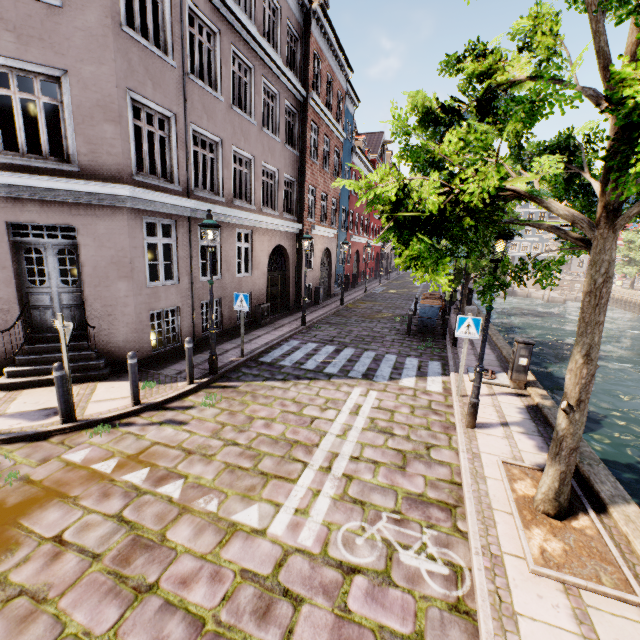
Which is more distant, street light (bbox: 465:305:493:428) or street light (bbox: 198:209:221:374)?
street light (bbox: 198:209:221:374)

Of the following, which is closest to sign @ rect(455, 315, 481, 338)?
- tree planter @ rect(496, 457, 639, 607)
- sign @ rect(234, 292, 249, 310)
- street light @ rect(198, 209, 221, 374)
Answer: street light @ rect(198, 209, 221, 374)

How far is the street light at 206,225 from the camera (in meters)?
7.24

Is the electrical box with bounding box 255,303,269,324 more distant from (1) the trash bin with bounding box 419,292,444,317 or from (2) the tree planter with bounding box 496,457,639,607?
(2) the tree planter with bounding box 496,457,639,607

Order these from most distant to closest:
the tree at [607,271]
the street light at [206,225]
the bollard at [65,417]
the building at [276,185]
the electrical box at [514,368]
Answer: the electrical box at [514,368]
the street light at [206,225]
the building at [276,185]
the bollard at [65,417]
the tree at [607,271]

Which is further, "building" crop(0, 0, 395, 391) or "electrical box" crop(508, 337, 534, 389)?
"electrical box" crop(508, 337, 534, 389)

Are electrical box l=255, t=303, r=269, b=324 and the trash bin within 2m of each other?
no

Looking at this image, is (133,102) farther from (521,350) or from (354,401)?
(521,350)
